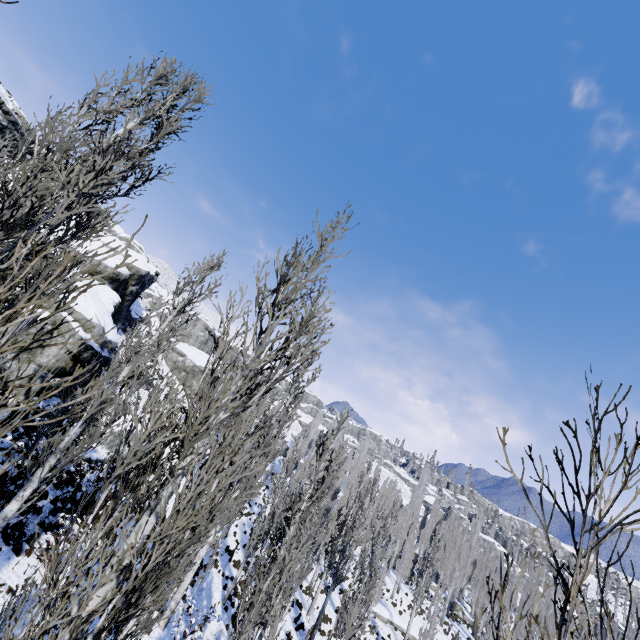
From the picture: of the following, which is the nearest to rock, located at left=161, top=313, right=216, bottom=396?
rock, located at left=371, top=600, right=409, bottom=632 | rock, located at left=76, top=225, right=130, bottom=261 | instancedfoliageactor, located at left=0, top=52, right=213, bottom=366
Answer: instancedfoliageactor, located at left=0, top=52, right=213, bottom=366

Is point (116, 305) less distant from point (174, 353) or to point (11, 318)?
point (174, 353)

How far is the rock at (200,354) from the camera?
45.72m

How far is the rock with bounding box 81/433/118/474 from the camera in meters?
16.1 m

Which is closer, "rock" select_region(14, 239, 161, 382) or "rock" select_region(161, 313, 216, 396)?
"rock" select_region(14, 239, 161, 382)

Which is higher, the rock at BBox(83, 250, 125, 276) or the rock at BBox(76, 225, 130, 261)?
the rock at BBox(76, 225, 130, 261)

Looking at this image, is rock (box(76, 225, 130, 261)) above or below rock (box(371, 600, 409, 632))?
above

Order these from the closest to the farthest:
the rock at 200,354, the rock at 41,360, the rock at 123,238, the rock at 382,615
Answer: the rock at 41,360, the rock at 123,238, the rock at 382,615, the rock at 200,354
